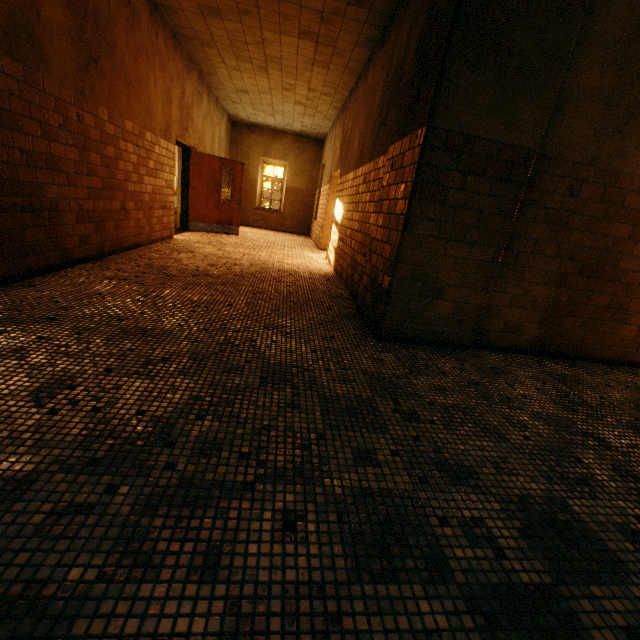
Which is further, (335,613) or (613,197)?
(613,197)

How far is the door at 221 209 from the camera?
8.7m

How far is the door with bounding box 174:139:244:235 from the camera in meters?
8.7 m
